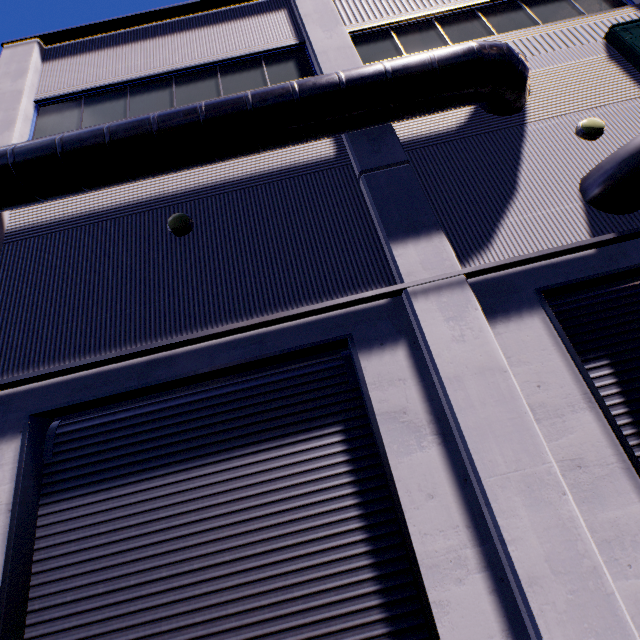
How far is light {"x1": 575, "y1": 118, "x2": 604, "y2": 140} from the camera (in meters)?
6.04

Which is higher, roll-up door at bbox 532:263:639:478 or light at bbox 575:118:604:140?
light at bbox 575:118:604:140

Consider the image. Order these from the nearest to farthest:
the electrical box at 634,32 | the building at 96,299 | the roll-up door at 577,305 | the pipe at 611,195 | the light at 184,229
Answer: the building at 96,299, the roll-up door at 577,305, the pipe at 611,195, the light at 184,229, the electrical box at 634,32

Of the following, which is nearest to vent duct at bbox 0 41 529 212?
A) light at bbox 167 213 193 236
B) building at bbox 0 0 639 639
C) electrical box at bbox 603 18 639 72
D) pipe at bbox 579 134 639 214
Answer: building at bbox 0 0 639 639

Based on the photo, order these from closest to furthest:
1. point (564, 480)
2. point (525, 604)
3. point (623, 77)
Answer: point (525, 604) → point (564, 480) → point (623, 77)

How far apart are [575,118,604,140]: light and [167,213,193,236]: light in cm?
759

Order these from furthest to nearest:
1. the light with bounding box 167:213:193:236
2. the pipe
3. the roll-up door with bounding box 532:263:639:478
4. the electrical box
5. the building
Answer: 1. the electrical box
2. the light with bounding box 167:213:193:236
3. the pipe
4. the roll-up door with bounding box 532:263:639:478
5. the building

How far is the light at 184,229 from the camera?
5.9 meters
